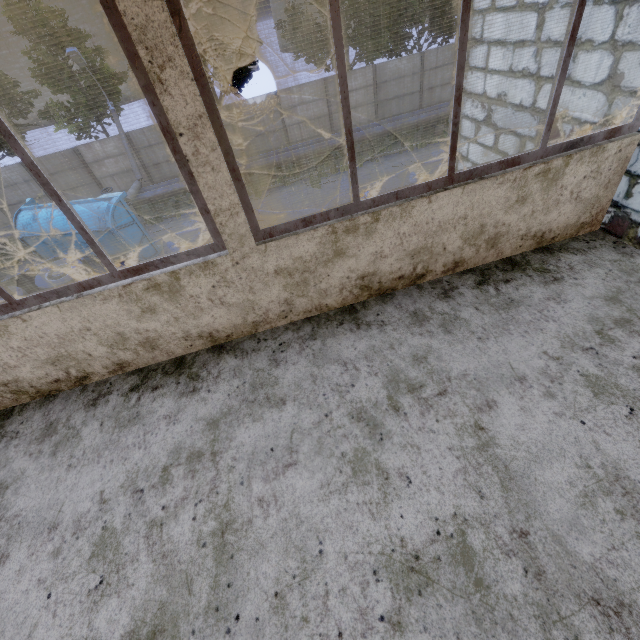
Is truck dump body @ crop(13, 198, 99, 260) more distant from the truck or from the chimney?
the chimney

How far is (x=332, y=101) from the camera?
19.08m

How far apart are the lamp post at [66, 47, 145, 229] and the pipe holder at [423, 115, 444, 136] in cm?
1688

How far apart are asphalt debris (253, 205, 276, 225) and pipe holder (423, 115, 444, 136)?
10.9 meters

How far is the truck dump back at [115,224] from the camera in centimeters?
1263cm

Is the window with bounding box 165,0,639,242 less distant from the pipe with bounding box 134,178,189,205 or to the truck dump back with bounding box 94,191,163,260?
the pipe with bounding box 134,178,189,205

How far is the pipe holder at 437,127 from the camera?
18.45m

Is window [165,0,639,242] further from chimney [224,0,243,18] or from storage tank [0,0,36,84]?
storage tank [0,0,36,84]
